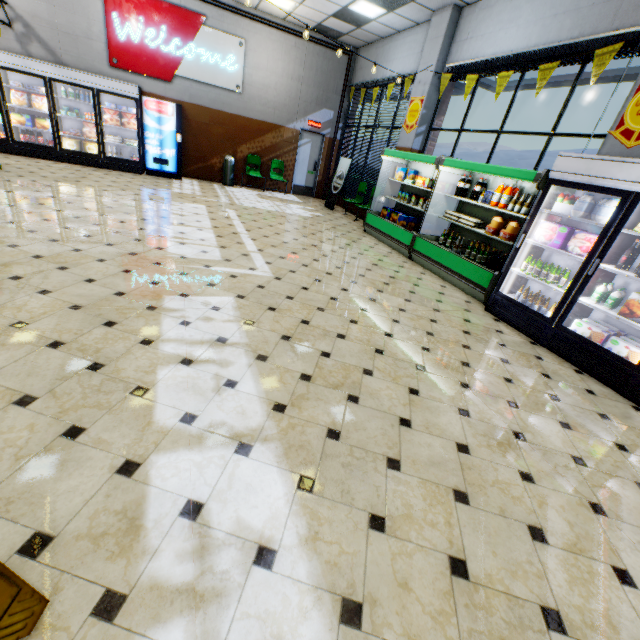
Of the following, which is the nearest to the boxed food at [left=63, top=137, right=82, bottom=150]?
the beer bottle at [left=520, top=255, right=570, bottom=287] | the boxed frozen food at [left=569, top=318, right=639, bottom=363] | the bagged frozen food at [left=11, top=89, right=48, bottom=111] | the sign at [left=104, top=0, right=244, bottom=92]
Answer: the bagged frozen food at [left=11, top=89, right=48, bottom=111]

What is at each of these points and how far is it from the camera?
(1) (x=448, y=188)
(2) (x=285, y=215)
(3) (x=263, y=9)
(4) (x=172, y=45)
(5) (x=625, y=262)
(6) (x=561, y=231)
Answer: (1) boxed frozen food, 6.7m
(2) building, 8.7m
(3) building, 9.4m
(4) sign, 9.3m
(5) wine bottle, 3.7m
(6) boxed frozen food, 4.3m

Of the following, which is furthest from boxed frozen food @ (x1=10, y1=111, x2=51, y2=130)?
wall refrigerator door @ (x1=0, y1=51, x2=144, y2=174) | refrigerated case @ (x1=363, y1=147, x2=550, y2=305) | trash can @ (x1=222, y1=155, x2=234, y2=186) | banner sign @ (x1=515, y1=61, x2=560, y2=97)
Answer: banner sign @ (x1=515, y1=61, x2=560, y2=97)

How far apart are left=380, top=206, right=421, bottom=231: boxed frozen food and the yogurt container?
4.0 meters

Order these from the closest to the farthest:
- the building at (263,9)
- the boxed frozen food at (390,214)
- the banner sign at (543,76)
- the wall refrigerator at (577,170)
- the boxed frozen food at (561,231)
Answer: the wall refrigerator at (577,170)
the boxed frozen food at (561,231)
the banner sign at (543,76)
the boxed frozen food at (390,214)
the building at (263,9)

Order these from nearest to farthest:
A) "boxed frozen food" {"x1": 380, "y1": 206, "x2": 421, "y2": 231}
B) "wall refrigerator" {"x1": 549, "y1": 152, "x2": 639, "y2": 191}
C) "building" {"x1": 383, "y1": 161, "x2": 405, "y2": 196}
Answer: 1. "wall refrigerator" {"x1": 549, "y1": 152, "x2": 639, "y2": 191}
2. "boxed frozen food" {"x1": 380, "y1": 206, "x2": 421, "y2": 231}
3. "building" {"x1": 383, "y1": 161, "x2": 405, "y2": 196}

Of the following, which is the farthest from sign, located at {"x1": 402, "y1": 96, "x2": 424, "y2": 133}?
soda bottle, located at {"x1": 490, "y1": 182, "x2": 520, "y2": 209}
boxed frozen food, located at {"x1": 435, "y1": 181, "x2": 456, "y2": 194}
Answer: soda bottle, located at {"x1": 490, "y1": 182, "x2": 520, "y2": 209}

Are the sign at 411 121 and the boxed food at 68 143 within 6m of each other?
no
